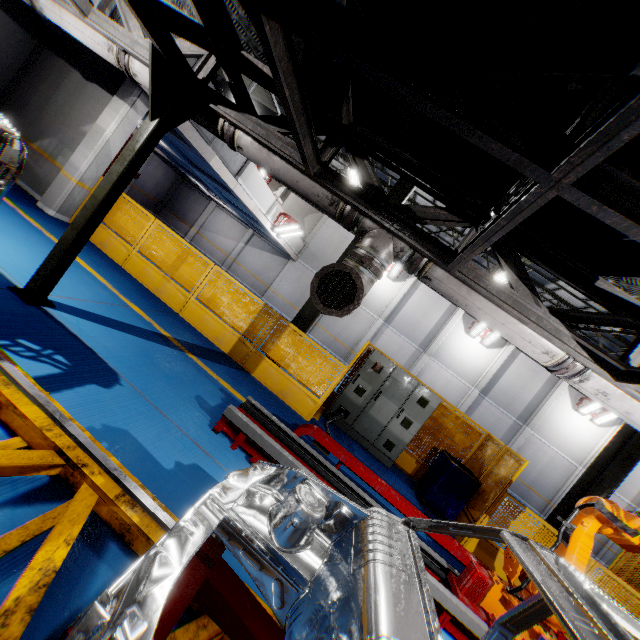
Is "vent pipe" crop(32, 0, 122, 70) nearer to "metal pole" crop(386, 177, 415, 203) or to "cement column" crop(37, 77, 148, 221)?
"cement column" crop(37, 77, 148, 221)

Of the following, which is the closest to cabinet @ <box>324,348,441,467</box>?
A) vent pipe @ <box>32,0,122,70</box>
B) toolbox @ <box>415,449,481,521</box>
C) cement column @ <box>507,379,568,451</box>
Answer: toolbox @ <box>415,449,481,521</box>

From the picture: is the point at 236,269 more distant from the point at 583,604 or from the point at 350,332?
the point at 583,604

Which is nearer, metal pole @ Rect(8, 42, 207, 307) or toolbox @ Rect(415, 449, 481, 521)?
metal pole @ Rect(8, 42, 207, 307)

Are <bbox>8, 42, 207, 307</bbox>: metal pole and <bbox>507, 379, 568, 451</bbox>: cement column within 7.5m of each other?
no

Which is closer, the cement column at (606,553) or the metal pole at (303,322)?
the metal pole at (303,322)

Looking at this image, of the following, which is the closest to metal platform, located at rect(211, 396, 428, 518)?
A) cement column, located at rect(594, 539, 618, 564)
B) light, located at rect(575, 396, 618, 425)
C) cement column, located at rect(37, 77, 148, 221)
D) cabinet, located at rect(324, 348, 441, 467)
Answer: cabinet, located at rect(324, 348, 441, 467)

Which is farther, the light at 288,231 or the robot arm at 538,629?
the light at 288,231
